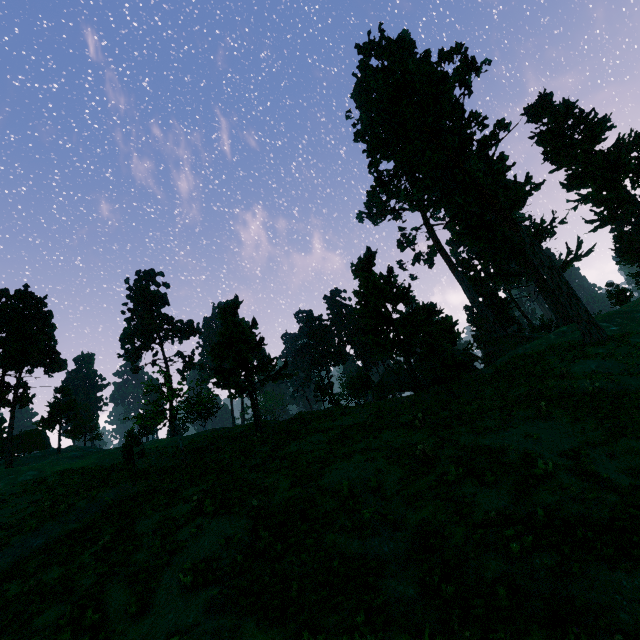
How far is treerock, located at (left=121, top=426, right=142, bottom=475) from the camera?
24.7m

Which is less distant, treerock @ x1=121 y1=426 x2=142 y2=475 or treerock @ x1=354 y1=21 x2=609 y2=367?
treerock @ x1=121 y1=426 x2=142 y2=475

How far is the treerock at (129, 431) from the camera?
24.7m

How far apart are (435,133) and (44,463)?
60.6 meters

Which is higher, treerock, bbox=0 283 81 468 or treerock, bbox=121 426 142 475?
treerock, bbox=0 283 81 468

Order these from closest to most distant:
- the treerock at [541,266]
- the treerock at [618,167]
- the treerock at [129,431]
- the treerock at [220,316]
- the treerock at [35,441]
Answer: the treerock at [129,431] → the treerock at [220,316] → the treerock at [541,266] → the treerock at [35,441] → the treerock at [618,167]
